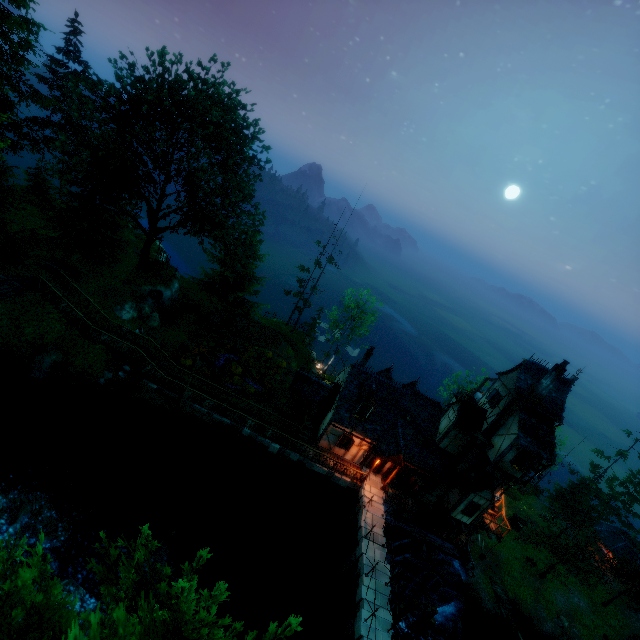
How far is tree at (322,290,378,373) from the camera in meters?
39.8 m

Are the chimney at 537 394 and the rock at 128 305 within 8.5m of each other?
no

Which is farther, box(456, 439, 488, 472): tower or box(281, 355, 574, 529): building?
box(456, 439, 488, 472): tower

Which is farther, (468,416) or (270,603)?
(468,416)

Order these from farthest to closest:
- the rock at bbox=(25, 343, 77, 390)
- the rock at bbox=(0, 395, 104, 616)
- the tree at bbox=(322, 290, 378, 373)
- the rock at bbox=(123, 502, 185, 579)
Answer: the tree at bbox=(322, 290, 378, 373)
the rock at bbox=(25, 343, 77, 390)
the rock at bbox=(123, 502, 185, 579)
the rock at bbox=(0, 395, 104, 616)

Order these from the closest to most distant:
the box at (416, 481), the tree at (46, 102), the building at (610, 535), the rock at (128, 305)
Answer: the tree at (46, 102), the box at (416, 481), the rock at (128, 305), the building at (610, 535)

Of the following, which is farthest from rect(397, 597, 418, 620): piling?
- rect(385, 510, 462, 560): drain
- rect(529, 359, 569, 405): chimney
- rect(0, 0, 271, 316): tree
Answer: rect(0, 0, 271, 316): tree

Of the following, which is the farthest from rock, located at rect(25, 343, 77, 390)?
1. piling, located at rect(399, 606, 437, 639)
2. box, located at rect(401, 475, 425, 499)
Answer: piling, located at rect(399, 606, 437, 639)
